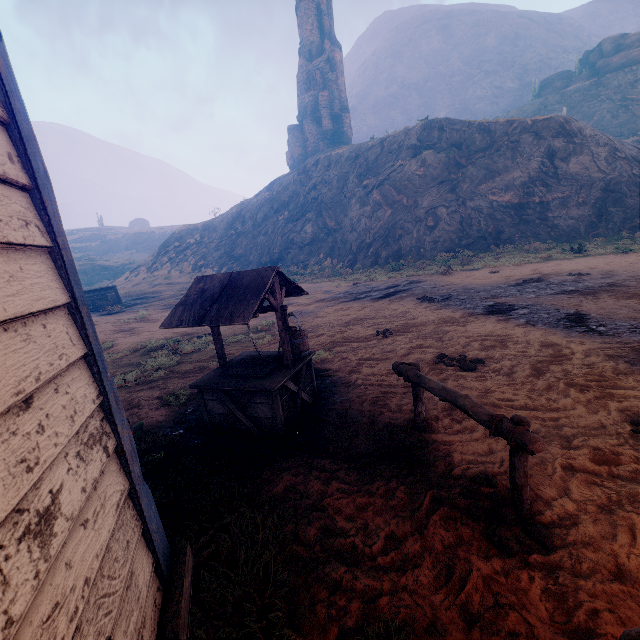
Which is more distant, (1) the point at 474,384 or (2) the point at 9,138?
(1) the point at 474,384

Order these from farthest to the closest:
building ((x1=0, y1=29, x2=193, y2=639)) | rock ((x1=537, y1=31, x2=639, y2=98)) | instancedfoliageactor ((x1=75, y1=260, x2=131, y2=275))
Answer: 1. instancedfoliageactor ((x1=75, y1=260, x2=131, y2=275))
2. rock ((x1=537, y1=31, x2=639, y2=98))
3. building ((x1=0, y1=29, x2=193, y2=639))

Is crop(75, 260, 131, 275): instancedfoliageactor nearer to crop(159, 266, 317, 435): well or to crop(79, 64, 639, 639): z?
crop(79, 64, 639, 639): z

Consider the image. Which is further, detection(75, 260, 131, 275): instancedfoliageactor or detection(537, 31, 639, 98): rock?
detection(75, 260, 131, 275): instancedfoliageactor

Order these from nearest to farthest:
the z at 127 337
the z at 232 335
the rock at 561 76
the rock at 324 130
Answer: the z at 127 337
the z at 232 335
the rock at 561 76
the rock at 324 130

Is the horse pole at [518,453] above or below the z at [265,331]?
above

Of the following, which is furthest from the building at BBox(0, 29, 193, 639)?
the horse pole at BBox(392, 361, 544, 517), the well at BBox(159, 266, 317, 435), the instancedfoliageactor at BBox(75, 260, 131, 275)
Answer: the instancedfoliageactor at BBox(75, 260, 131, 275)

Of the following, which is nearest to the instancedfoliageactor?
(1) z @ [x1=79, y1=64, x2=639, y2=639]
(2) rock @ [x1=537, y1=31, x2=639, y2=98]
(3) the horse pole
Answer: (1) z @ [x1=79, y1=64, x2=639, y2=639]
